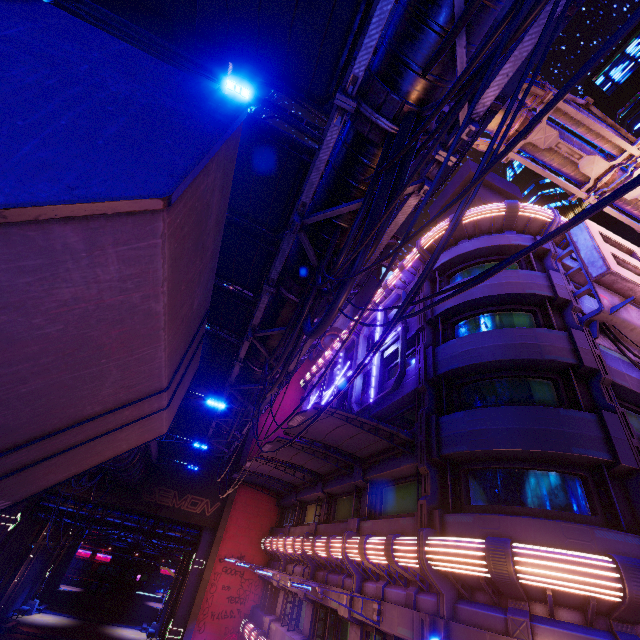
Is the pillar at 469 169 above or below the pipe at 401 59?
above

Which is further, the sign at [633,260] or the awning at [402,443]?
the awning at [402,443]

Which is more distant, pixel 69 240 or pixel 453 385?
pixel 453 385

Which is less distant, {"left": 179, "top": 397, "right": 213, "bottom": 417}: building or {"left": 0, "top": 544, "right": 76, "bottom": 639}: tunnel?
{"left": 0, "top": 544, "right": 76, "bottom": 639}: tunnel

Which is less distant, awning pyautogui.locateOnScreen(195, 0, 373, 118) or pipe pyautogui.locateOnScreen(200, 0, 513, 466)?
pipe pyautogui.locateOnScreen(200, 0, 513, 466)

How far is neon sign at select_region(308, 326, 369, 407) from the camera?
20.4m

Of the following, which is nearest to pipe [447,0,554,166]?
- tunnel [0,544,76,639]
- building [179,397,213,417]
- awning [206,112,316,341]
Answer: building [179,397,213,417]

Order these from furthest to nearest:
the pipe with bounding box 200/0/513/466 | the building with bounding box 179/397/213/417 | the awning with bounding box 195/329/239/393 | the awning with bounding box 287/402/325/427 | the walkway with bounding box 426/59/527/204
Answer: the building with bounding box 179/397/213/417
the awning with bounding box 195/329/239/393
the awning with bounding box 287/402/325/427
the walkway with bounding box 426/59/527/204
the pipe with bounding box 200/0/513/466
